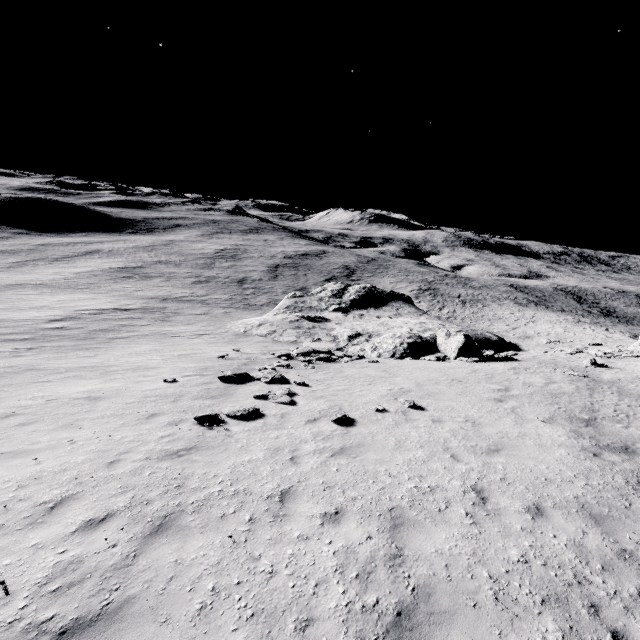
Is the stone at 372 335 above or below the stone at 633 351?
below

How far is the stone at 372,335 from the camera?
23.0m

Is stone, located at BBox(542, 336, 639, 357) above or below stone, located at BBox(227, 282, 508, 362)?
above

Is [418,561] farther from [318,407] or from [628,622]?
[318,407]

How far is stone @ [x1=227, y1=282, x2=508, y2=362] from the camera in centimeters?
2295cm

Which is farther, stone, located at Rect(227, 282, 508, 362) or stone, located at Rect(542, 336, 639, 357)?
stone, located at Rect(227, 282, 508, 362)
